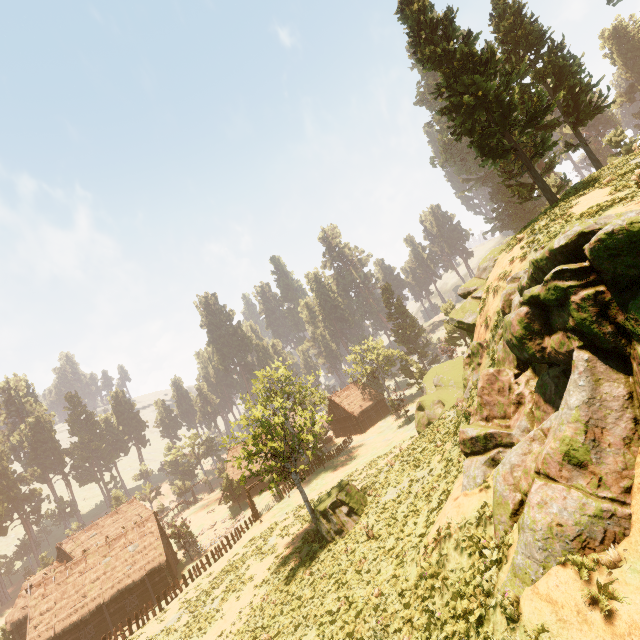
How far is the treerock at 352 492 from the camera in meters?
20.6

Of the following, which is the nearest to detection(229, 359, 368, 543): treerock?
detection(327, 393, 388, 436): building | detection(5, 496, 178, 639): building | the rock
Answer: detection(5, 496, 178, 639): building

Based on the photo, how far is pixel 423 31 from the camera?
19.2 meters

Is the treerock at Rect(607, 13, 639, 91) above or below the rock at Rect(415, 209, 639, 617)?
above

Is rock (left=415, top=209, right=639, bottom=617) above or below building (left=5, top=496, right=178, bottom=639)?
above

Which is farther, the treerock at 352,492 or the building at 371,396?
the building at 371,396

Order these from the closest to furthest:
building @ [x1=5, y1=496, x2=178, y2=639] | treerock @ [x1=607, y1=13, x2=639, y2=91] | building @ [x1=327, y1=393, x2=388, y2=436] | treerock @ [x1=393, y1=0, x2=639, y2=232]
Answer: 1. treerock @ [x1=393, y1=0, x2=639, y2=232]
2. building @ [x1=5, y1=496, x2=178, y2=639]
3. building @ [x1=327, y1=393, x2=388, y2=436]
4. treerock @ [x1=607, y1=13, x2=639, y2=91]

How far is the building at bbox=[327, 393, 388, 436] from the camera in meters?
56.0 m
